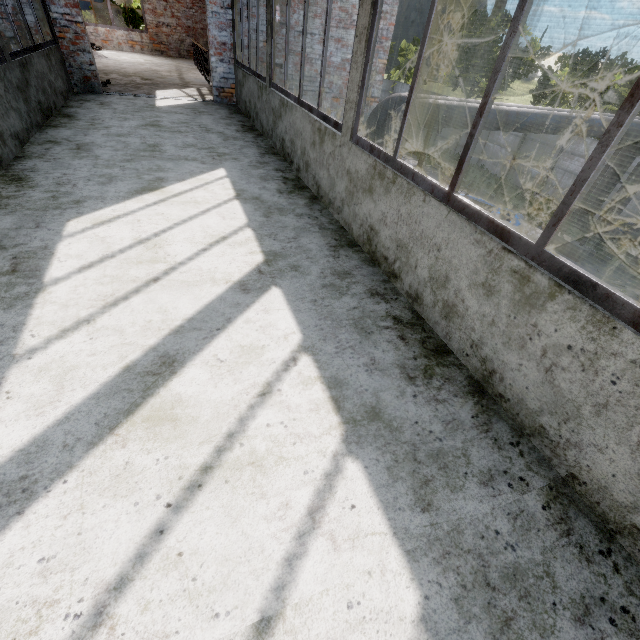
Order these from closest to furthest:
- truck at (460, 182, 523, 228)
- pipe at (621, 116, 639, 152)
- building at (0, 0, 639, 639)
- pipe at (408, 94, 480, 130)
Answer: building at (0, 0, 639, 639) → pipe at (408, 94, 480, 130) → truck at (460, 182, 523, 228) → pipe at (621, 116, 639, 152)

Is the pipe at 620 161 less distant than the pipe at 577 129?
No

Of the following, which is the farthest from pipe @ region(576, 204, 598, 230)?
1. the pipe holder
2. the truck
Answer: the truck

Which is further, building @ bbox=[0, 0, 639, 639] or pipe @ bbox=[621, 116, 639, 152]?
pipe @ bbox=[621, 116, 639, 152]

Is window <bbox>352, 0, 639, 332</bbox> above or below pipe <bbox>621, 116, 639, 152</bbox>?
above

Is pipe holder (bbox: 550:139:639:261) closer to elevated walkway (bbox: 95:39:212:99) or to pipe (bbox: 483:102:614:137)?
pipe (bbox: 483:102:614:137)

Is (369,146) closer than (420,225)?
No

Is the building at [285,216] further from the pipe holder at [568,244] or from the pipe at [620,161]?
the pipe holder at [568,244]
